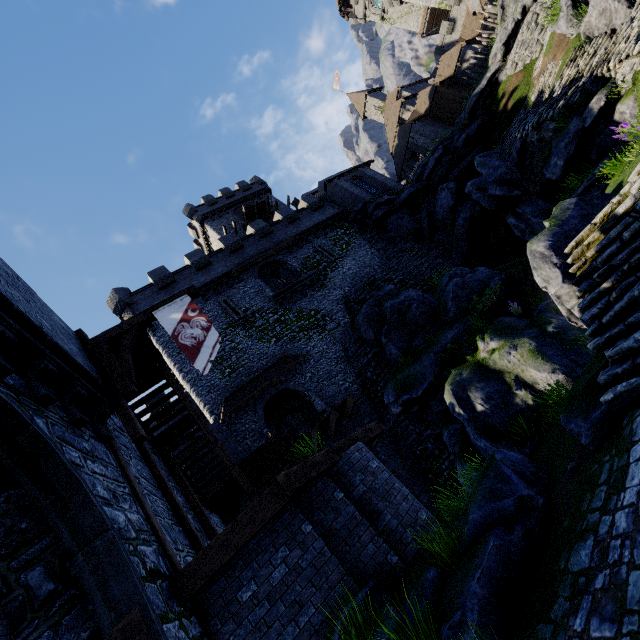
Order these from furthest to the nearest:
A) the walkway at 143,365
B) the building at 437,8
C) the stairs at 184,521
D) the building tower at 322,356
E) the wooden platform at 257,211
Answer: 1. the building at 437,8
2. the wooden platform at 257,211
3. the building tower at 322,356
4. the walkway at 143,365
5. the stairs at 184,521

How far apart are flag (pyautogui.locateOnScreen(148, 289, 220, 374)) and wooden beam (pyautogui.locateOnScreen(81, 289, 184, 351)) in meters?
0.0 m

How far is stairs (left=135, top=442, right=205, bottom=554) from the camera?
7.8 meters

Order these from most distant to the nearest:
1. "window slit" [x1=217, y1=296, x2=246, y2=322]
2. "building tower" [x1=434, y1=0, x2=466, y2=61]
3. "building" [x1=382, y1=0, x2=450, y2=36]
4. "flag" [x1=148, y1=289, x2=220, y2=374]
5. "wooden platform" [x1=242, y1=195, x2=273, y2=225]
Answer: "building" [x1=382, y1=0, x2=450, y2=36] < "building tower" [x1=434, y1=0, x2=466, y2=61] < "wooden platform" [x1=242, y1=195, x2=273, y2=225] < "window slit" [x1=217, y1=296, x2=246, y2=322] < "flag" [x1=148, y1=289, x2=220, y2=374]

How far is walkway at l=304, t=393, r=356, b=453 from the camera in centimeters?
1488cm

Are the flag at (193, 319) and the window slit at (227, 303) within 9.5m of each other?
no

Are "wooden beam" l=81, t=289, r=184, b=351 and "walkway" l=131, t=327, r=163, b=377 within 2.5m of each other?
yes

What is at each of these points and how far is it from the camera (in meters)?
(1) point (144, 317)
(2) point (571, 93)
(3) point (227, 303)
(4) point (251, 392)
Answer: (1) wooden beam, 9.28
(2) stairs, 13.20
(3) window slit, 23.09
(4) awning, 18.27
